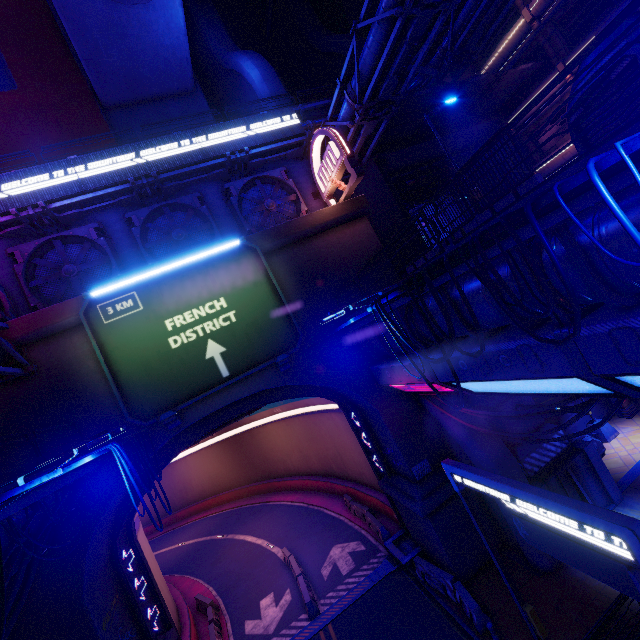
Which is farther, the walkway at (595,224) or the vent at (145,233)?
the vent at (145,233)

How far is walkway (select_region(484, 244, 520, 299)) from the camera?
6.7 meters

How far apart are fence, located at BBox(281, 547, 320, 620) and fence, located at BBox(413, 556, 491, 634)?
5.7m

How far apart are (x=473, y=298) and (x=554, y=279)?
2.1m

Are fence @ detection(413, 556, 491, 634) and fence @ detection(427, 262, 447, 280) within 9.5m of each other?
no

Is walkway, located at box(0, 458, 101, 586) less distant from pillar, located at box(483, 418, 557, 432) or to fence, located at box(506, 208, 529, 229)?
fence, located at box(506, 208, 529, 229)

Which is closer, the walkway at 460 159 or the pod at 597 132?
the pod at 597 132
